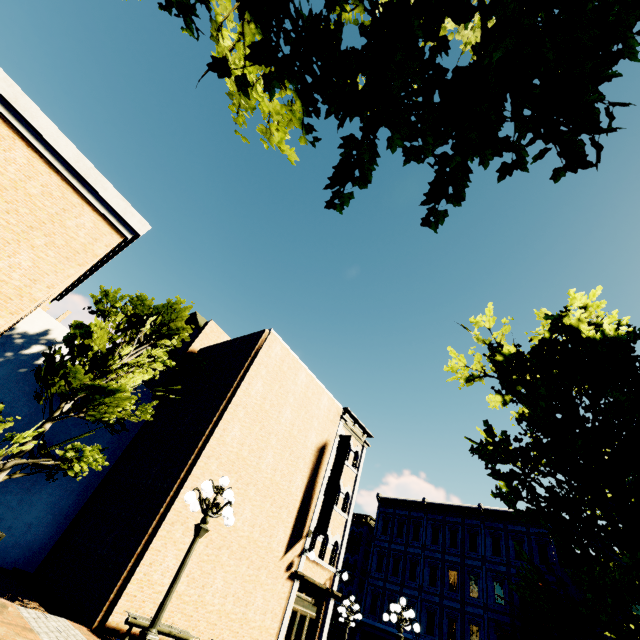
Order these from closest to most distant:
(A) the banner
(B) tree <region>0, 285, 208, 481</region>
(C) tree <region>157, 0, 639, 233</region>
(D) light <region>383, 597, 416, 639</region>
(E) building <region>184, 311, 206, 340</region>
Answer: (C) tree <region>157, 0, 639, 233</region> < (B) tree <region>0, 285, 208, 481</region> < (D) light <region>383, 597, 416, 639</region> < (A) the banner < (E) building <region>184, 311, 206, 340</region>

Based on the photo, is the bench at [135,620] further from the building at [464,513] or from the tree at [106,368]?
the building at [464,513]

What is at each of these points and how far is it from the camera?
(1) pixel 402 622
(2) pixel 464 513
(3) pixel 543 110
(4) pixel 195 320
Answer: (1) light, 12.09m
(2) building, 28.73m
(3) tree, 1.39m
(4) building, 21.36m

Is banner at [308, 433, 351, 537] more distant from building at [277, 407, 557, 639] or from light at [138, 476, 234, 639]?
building at [277, 407, 557, 639]

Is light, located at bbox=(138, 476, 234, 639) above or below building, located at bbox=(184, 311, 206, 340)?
below

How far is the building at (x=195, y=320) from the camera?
20.8 meters

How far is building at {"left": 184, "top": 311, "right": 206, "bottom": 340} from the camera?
20.75m

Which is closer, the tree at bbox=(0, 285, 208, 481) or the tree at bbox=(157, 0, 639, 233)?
the tree at bbox=(157, 0, 639, 233)
